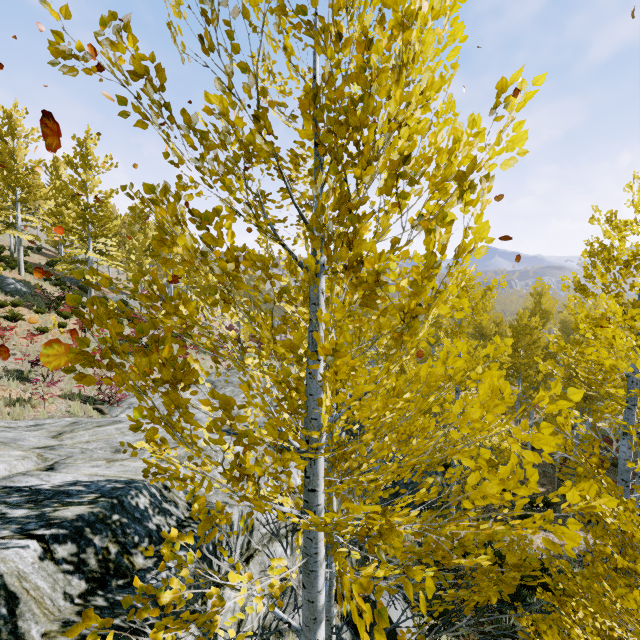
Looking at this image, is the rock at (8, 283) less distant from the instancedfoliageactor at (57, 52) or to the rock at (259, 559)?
the instancedfoliageactor at (57, 52)

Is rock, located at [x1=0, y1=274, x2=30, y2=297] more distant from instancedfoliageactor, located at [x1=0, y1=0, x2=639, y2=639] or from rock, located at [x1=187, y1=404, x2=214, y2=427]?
rock, located at [x1=187, y1=404, x2=214, y2=427]

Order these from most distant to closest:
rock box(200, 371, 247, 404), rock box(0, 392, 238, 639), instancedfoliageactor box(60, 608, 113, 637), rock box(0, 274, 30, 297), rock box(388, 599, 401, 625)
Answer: rock box(0, 274, 30, 297)
rock box(200, 371, 247, 404)
rock box(388, 599, 401, 625)
rock box(0, 392, 238, 639)
instancedfoliageactor box(60, 608, 113, 637)

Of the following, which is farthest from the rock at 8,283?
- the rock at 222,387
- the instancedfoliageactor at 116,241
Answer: the rock at 222,387

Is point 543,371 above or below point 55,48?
below

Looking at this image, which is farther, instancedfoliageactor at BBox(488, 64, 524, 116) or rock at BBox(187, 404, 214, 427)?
rock at BBox(187, 404, 214, 427)

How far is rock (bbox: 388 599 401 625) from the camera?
6.85m
